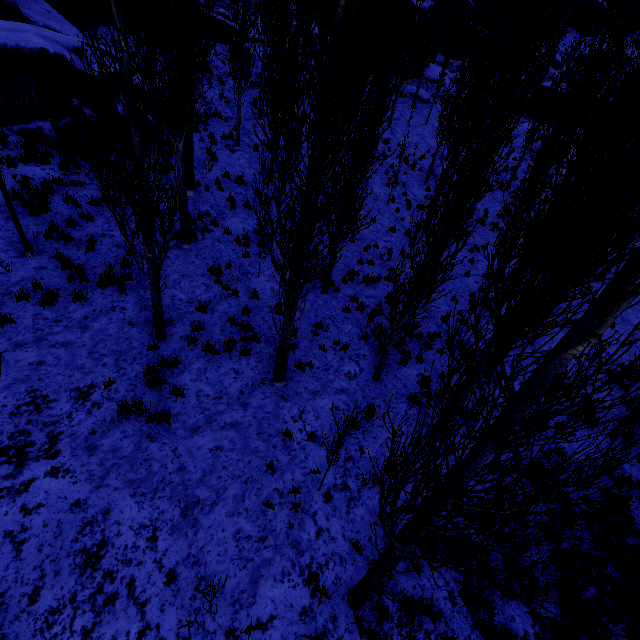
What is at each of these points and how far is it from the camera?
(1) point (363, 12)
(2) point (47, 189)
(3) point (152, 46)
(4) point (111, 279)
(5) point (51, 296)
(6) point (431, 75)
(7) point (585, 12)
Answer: (1) instancedfoliageactor, 4.8 meters
(2) instancedfoliageactor, 9.9 meters
(3) instancedfoliageactor, 4.7 meters
(4) instancedfoliageactor, 8.6 meters
(5) instancedfoliageactor, 7.9 meters
(6) rock, 33.4 meters
(7) rock, 45.2 meters

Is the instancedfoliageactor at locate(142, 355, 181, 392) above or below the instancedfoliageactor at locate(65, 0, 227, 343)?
below

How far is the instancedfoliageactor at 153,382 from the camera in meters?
7.1 m

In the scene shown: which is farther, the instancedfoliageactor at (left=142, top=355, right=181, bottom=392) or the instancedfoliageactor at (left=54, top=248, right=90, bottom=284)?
the instancedfoliageactor at (left=54, top=248, right=90, bottom=284)

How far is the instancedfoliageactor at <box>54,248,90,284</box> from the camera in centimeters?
845cm
